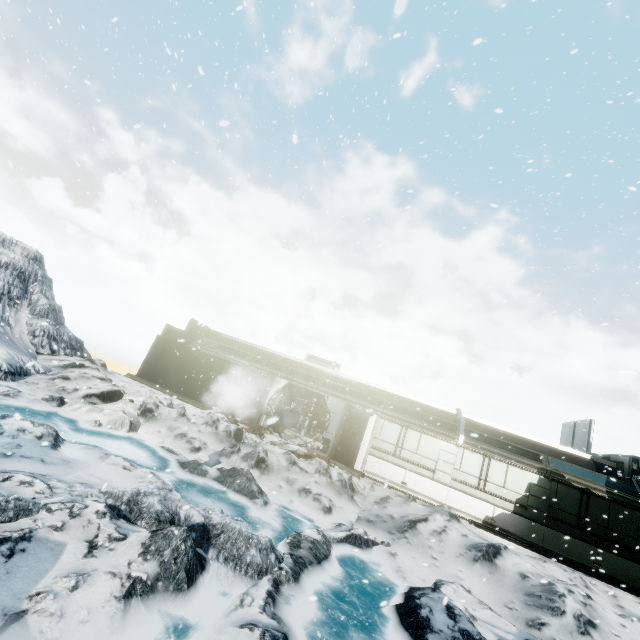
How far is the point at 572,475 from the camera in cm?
1351
